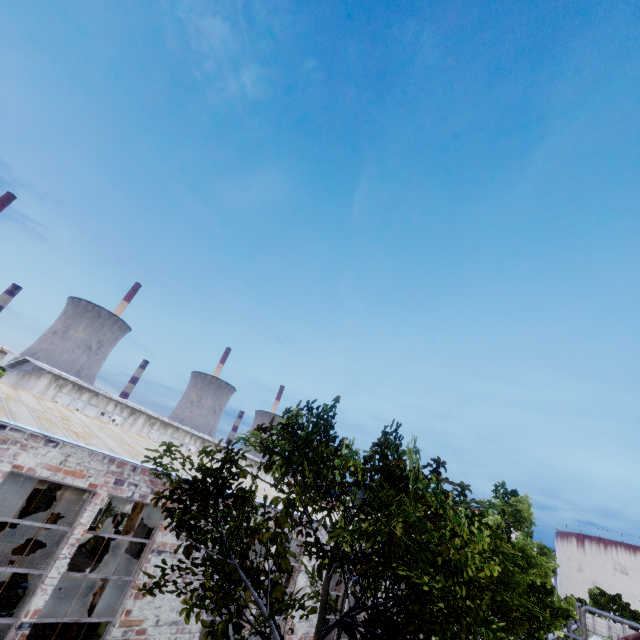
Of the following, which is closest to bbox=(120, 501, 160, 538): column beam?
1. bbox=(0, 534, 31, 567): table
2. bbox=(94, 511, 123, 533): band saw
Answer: bbox=(0, 534, 31, 567): table

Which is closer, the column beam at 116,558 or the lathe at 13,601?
the lathe at 13,601

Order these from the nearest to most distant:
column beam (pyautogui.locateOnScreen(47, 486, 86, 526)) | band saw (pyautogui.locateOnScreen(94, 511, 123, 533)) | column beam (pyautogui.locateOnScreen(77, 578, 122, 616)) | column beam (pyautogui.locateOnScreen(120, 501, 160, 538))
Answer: column beam (pyautogui.locateOnScreen(77, 578, 122, 616)) < column beam (pyautogui.locateOnScreen(120, 501, 160, 538)) < column beam (pyautogui.locateOnScreen(47, 486, 86, 526)) < band saw (pyautogui.locateOnScreen(94, 511, 123, 533))

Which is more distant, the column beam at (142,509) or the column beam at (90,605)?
the column beam at (142,509)

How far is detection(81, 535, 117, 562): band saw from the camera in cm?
1572

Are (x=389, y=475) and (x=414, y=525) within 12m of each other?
yes

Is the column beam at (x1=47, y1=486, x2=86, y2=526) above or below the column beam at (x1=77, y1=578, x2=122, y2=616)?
above

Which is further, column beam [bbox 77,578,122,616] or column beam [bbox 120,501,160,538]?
column beam [bbox 120,501,160,538]
